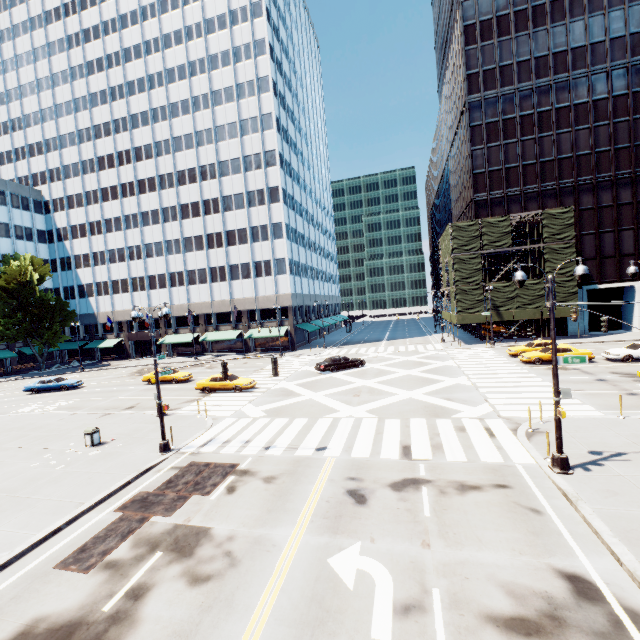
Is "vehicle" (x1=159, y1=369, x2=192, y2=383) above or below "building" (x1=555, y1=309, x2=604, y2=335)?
below

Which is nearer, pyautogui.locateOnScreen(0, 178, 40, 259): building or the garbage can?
the garbage can

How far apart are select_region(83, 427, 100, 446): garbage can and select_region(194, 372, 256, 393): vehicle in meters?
10.1

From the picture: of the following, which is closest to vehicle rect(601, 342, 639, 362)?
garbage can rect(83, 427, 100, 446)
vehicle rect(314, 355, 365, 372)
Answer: vehicle rect(314, 355, 365, 372)

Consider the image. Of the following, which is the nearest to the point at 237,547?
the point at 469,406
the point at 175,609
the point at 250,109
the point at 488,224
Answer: the point at 175,609

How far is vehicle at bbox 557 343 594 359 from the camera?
26.7 meters

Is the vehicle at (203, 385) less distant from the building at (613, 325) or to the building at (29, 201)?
the building at (29, 201)

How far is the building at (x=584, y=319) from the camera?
40.75m
